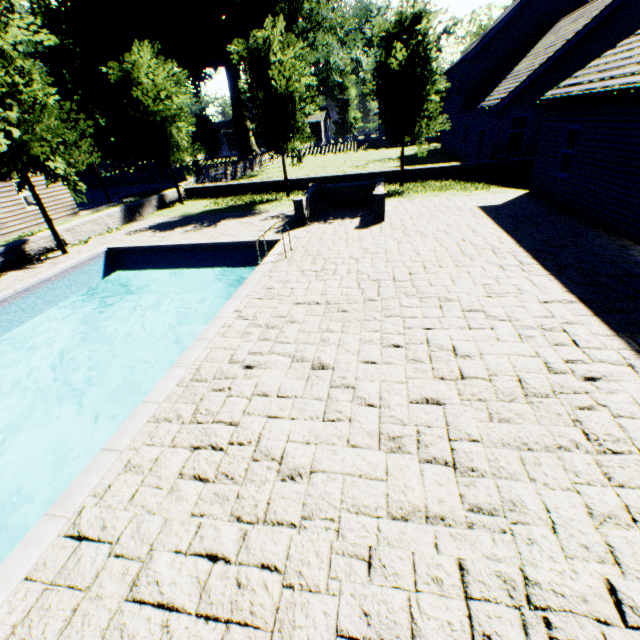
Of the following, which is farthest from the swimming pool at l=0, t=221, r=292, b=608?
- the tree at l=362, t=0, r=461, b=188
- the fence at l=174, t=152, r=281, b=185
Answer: the fence at l=174, t=152, r=281, b=185

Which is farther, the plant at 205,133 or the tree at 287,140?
the plant at 205,133

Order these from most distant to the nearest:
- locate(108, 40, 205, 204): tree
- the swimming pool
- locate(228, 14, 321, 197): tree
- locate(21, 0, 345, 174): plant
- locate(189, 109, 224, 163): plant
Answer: locate(189, 109, 224, 163): plant, locate(21, 0, 345, 174): plant, locate(108, 40, 205, 204): tree, locate(228, 14, 321, 197): tree, the swimming pool

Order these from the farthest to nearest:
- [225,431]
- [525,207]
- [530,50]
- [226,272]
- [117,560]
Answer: [530,50]
[226,272]
[525,207]
[225,431]
[117,560]

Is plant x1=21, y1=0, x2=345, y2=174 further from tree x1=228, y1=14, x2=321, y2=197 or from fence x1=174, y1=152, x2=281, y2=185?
tree x1=228, y1=14, x2=321, y2=197

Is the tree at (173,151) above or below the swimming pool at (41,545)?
above

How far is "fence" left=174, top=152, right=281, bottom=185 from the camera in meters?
24.9
